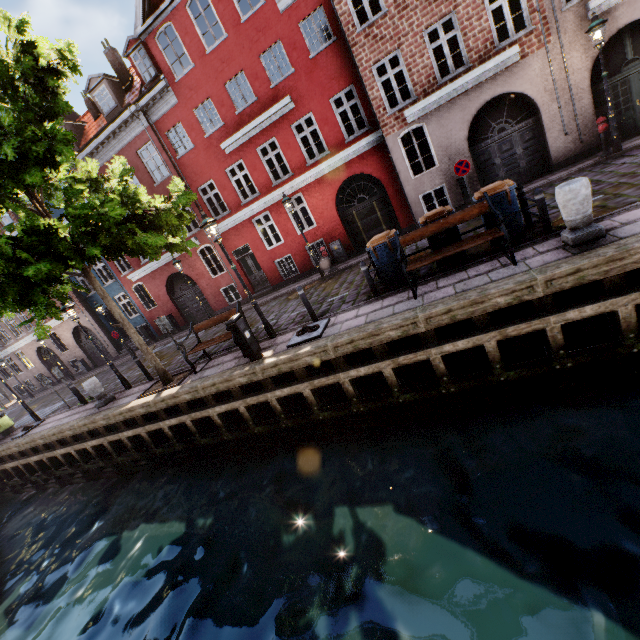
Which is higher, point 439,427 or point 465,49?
point 465,49

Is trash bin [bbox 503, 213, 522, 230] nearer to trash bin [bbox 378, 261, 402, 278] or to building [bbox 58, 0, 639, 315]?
trash bin [bbox 378, 261, 402, 278]

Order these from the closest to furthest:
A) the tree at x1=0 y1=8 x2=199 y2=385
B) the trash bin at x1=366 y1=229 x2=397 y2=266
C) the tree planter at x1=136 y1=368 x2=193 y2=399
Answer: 1. the tree at x1=0 y1=8 x2=199 y2=385
2. the trash bin at x1=366 y1=229 x2=397 y2=266
3. the tree planter at x1=136 y1=368 x2=193 y2=399

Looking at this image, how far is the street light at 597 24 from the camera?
9.19m

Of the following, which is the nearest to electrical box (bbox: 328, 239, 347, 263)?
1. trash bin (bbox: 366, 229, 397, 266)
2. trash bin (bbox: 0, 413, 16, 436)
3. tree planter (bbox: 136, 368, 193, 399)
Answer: trash bin (bbox: 366, 229, 397, 266)

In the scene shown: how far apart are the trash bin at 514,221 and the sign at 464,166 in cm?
453

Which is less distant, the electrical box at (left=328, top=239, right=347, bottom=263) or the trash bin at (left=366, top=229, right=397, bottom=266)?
the trash bin at (left=366, top=229, right=397, bottom=266)

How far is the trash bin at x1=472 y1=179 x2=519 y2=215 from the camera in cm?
698
